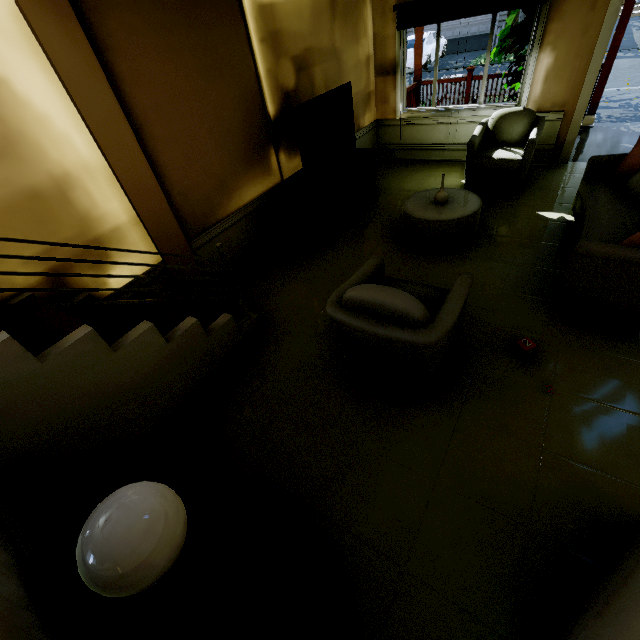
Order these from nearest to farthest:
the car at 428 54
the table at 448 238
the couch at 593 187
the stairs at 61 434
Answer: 1. the stairs at 61 434
2. the couch at 593 187
3. the table at 448 238
4. the car at 428 54

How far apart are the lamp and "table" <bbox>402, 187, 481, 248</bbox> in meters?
3.5 m

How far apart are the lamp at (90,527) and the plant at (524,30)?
6.6 meters

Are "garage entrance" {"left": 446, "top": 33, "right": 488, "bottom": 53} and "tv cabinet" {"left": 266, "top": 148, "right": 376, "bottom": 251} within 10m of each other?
no

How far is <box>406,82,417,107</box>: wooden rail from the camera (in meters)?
6.52

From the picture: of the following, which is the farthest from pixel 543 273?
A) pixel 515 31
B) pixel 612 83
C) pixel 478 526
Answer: pixel 612 83

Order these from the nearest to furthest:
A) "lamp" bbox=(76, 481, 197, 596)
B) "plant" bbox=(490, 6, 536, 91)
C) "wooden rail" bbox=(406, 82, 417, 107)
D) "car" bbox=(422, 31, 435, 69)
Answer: "lamp" bbox=(76, 481, 197, 596) < "plant" bbox=(490, 6, 536, 91) < "wooden rail" bbox=(406, 82, 417, 107) < "car" bbox=(422, 31, 435, 69)

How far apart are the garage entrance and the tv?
21.25m
